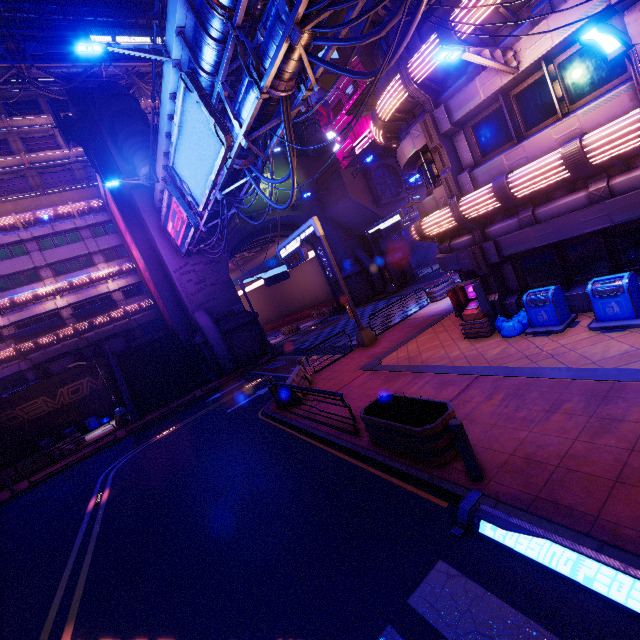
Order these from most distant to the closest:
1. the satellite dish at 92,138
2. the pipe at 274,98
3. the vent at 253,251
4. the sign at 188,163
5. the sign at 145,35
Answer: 1. the sign at 145,35
2. the vent at 253,251
3. the satellite dish at 92,138
4. the sign at 188,163
5. the pipe at 274,98

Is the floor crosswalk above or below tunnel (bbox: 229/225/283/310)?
below

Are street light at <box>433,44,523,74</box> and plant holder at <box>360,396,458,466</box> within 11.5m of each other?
yes

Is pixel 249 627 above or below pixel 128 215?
below

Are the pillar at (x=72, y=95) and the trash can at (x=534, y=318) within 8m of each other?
no

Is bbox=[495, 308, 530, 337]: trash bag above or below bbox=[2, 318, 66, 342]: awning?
below

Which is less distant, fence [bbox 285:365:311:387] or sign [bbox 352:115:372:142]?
fence [bbox 285:365:311:387]

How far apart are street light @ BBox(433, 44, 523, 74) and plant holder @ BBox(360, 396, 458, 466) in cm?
748
